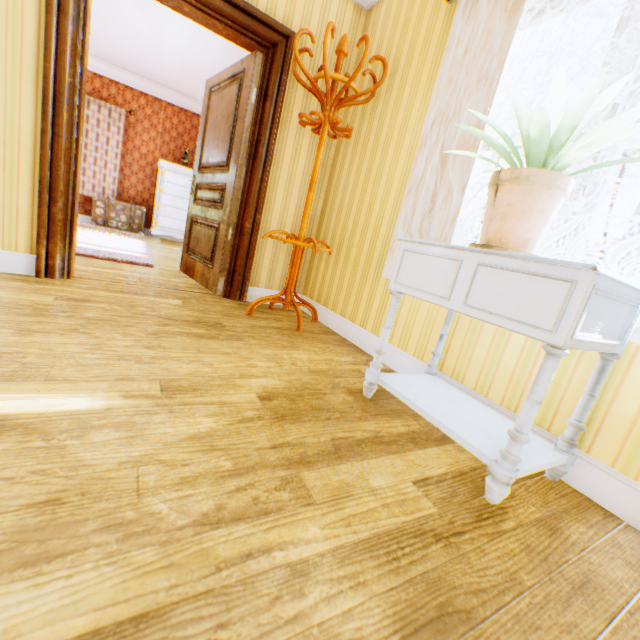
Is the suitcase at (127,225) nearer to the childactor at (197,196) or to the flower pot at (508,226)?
the childactor at (197,196)

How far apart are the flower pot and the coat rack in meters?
1.4

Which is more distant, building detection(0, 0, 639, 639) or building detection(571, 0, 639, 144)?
building detection(571, 0, 639, 144)

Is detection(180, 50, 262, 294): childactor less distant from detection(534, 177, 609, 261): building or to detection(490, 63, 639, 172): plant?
detection(534, 177, 609, 261): building

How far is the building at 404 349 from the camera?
2.1m

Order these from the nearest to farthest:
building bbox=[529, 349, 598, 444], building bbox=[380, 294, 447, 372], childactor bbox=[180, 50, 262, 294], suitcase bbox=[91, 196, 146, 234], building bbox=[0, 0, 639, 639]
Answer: building bbox=[0, 0, 639, 639] < building bbox=[529, 349, 598, 444] < building bbox=[380, 294, 447, 372] < childactor bbox=[180, 50, 262, 294] < suitcase bbox=[91, 196, 146, 234]

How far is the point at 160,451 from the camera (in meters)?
1.02

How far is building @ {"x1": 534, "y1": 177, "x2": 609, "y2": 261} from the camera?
1.52m
